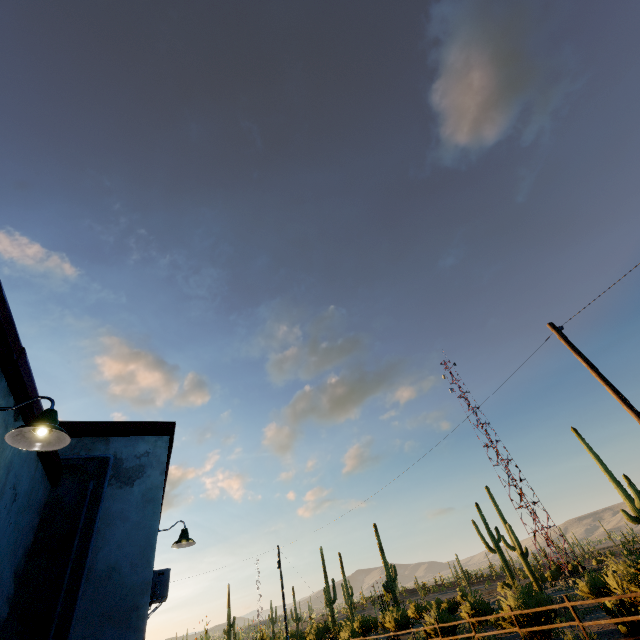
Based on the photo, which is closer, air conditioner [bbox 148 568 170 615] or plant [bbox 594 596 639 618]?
air conditioner [bbox 148 568 170 615]

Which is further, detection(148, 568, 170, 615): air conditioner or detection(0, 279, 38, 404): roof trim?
detection(148, 568, 170, 615): air conditioner

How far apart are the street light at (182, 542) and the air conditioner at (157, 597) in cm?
198

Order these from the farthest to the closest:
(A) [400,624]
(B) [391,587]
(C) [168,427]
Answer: (B) [391,587]
(A) [400,624]
(C) [168,427]

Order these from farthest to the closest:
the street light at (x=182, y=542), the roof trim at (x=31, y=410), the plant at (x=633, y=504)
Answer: the plant at (x=633, y=504) < the street light at (x=182, y=542) < the roof trim at (x=31, y=410)

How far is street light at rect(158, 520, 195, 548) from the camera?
6.3m

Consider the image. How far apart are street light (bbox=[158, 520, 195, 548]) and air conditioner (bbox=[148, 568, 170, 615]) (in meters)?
1.98

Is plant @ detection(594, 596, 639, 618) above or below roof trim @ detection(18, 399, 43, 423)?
below
